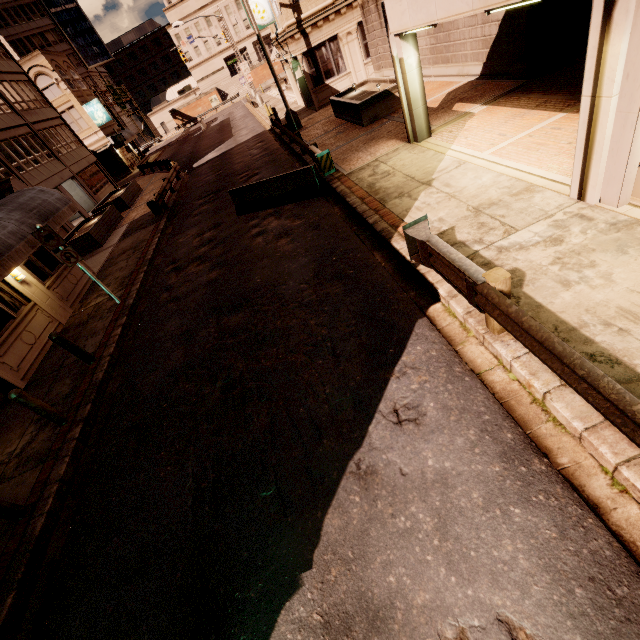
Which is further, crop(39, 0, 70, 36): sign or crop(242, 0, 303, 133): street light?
crop(39, 0, 70, 36): sign

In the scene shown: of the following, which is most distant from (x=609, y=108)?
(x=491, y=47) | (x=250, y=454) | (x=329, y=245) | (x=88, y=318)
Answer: (x=88, y=318)

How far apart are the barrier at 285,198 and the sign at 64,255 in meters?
5.3 m

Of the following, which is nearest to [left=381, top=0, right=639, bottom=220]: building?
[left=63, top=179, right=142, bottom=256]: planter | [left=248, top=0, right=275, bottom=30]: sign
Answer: [left=248, top=0, right=275, bottom=30]: sign

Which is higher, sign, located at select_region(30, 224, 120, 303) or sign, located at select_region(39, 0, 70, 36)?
sign, located at select_region(39, 0, 70, 36)

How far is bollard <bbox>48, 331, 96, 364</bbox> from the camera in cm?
800

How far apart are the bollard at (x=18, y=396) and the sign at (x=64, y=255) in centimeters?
479cm

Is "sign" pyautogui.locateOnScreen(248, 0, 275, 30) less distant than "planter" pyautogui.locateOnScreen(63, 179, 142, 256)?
No
